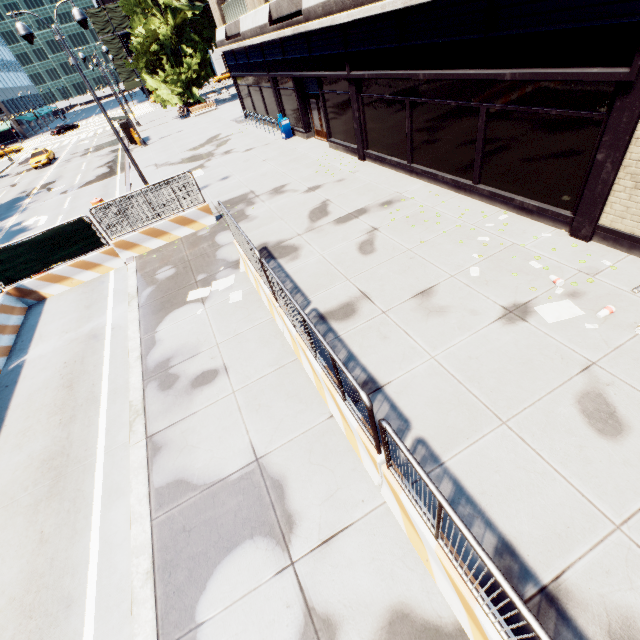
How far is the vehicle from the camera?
35.31m

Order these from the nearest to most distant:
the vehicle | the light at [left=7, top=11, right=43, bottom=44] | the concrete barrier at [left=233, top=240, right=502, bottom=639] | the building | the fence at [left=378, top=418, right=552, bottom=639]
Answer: the fence at [left=378, top=418, right=552, bottom=639], the concrete barrier at [left=233, top=240, right=502, bottom=639], the building, the light at [left=7, top=11, right=43, bottom=44], the vehicle

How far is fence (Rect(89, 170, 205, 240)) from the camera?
11.73m

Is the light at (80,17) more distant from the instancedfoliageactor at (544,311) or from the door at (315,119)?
the instancedfoliageactor at (544,311)

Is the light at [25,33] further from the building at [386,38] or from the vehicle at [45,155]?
the vehicle at [45,155]

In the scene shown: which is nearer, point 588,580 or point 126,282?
point 588,580

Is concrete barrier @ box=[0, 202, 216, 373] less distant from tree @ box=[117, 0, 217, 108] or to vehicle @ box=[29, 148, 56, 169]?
tree @ box=[117, 0, 217, 108]

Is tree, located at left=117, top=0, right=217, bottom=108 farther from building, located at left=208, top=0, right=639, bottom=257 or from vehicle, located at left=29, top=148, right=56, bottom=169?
vehicle, located at left=29, top=148, right=56, bottom=169
